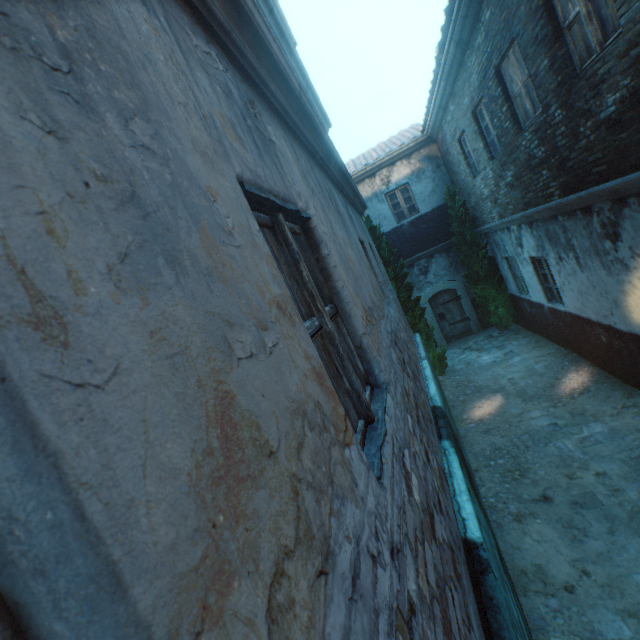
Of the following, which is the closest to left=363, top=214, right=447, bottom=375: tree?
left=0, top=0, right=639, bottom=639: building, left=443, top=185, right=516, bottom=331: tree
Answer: left=443, top=185, right=516, bottom=331: tree

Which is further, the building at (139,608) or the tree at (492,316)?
the tree at (492,316)

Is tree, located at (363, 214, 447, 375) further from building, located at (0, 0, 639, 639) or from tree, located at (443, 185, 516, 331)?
building, located at (0, 0, 639, 639)

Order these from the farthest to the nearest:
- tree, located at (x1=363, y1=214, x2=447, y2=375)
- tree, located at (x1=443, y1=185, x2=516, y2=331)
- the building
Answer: tree, located at (x1=443, y1=185, x2=516, y2=331) < tree, located at (x1=363, y1=214, x2=447, y2=375) < the building

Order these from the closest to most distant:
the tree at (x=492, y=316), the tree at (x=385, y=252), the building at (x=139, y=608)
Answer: the building at (x=139, y=608) < the tree at (x=385, y=252) < the tree at (x=492, y=316)

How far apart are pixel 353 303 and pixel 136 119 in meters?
1.8 m

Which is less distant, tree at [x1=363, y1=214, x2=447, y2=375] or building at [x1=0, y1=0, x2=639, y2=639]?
building at [x1=0, y1=0, x2=639, y2=639]
